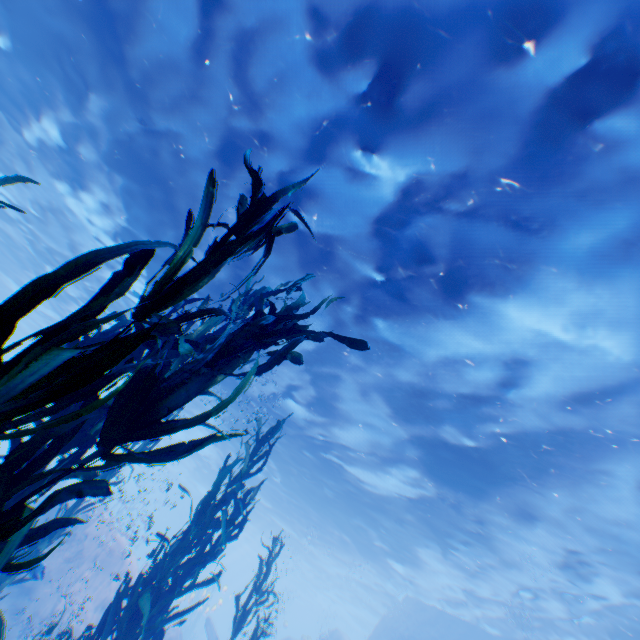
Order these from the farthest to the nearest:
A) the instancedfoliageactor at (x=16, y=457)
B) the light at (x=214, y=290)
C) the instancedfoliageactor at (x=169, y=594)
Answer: the light at (x=214, y=290)
the instancedfoliageactor at (x=169, y=594)
the instancedfoliageactor at (x=16, y=457)

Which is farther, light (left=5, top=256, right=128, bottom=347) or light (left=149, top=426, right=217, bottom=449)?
light (left=149, top=426, right=217, bottom=449)

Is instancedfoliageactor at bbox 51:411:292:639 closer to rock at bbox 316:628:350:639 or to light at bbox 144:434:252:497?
rock at bbox 316:628:350:639

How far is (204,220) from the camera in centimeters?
160cm

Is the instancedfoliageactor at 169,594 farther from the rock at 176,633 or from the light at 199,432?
the light at 199,432

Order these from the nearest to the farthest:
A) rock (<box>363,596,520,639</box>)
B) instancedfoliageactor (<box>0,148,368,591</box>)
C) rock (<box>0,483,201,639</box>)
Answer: instancedfoliageactor (<box>0,148,368,591</box>)
rock (<box>0,483,201,639</box>)
rock (<box>363,596,520,639</box>)

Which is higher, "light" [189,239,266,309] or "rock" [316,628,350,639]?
"light" [189,239,266,309]
